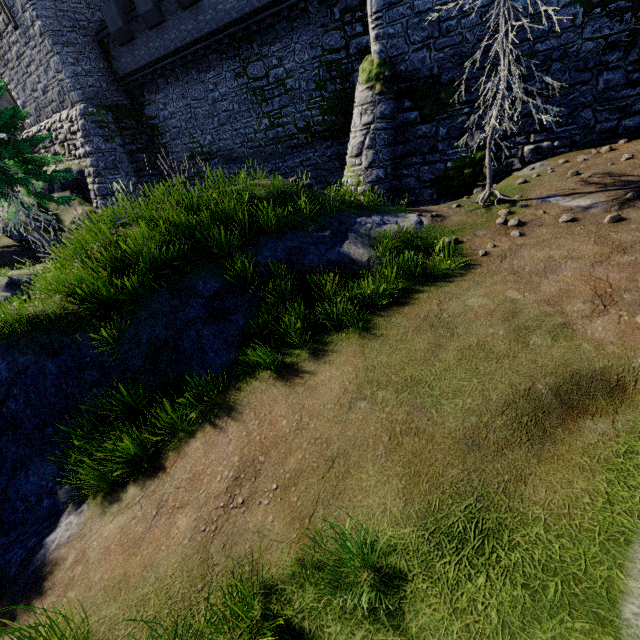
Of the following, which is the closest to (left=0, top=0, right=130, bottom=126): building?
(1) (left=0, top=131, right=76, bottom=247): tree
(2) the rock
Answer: (1) (left=0, top=131, right=76, bottom=247): tree

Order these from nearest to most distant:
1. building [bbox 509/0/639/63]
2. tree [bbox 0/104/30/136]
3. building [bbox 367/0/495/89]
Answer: building [bbox 509/0/639/63] → building [bbox 367/0/495/89] → tree [bbox 0/104/30/136]

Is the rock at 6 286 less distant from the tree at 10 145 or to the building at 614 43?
the tree at 10 145

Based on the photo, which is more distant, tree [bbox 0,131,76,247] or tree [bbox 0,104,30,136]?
tree [bbox 0,131,76,247]

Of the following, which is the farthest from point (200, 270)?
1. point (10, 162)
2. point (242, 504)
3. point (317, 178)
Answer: point (10, 162)

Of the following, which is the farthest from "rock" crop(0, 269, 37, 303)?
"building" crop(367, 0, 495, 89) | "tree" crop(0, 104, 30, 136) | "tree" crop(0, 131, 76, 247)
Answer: "building" crop(367, 0, 495, 89)

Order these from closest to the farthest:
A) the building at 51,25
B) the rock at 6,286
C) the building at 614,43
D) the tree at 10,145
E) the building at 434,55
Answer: the building at 614,43 < the building at 434,55 < the rock at 6,286 < the tree at 10,145 < the building at 51,25

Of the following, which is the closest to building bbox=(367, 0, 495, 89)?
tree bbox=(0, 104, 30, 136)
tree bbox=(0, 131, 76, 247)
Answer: tree bbox=(0, 131, 76, 247)
